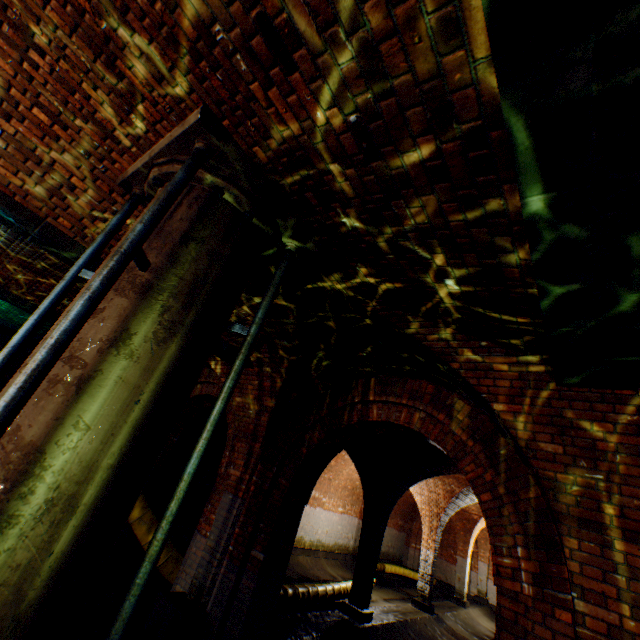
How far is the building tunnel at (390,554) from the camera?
19.33m

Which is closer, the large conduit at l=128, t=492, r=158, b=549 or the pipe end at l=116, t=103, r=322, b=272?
the pipe end at l=116, t=103, r=322, b=272

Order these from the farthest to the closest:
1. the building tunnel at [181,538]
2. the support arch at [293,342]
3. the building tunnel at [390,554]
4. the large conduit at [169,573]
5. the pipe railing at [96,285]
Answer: the building tunnel at [390,554], the building tunnel at [181,538], the large conduit at [169,573], the support arch at [293,342], the pipe railing at [96,285]

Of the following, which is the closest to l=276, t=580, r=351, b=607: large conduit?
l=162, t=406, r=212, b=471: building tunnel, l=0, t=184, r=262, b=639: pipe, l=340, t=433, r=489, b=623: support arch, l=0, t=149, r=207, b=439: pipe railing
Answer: l=162, t=406, r=212, b=471: building tunnel

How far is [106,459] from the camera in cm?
180

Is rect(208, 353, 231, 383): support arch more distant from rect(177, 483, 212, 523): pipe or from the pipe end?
rect(177, 483, 212, 523): pipe

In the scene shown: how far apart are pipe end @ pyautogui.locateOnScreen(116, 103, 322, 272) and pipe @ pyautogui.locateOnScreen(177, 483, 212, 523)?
6.0m

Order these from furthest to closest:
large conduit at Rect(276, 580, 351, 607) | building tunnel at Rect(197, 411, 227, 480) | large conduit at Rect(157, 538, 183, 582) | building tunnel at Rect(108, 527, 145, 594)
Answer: building tunnel at Rect(197, 411, 227, 480) < large conduit at Rect(276, 580, 351, 607) < building tunnel at Rect(108, 527, 145, 594) < large conduit at Rect(157, 538, 183, 582)
